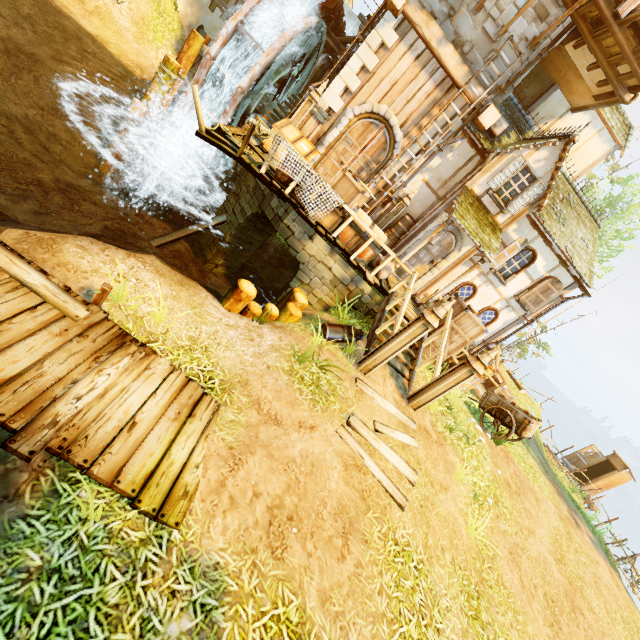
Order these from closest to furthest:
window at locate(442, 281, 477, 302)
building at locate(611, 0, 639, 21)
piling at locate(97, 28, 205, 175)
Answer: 1. building at locate(611, 0, 639, 21)
2. piling at locate(97, 28, 205, 175)
3. window at locate(442, 281, 477, 302)

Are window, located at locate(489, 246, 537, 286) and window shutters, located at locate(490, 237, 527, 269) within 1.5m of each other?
yes

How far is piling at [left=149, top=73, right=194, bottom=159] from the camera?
13.2m

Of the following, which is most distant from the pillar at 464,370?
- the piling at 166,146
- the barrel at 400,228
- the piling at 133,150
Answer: the piling at 166,146

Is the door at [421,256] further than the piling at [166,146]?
No

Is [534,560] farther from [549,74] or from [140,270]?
[549,74]

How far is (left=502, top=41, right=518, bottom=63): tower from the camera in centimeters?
939cm

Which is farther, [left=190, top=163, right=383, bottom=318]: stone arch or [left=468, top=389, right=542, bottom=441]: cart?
[left=468, top=389, right=542, bottom=441]: cart
